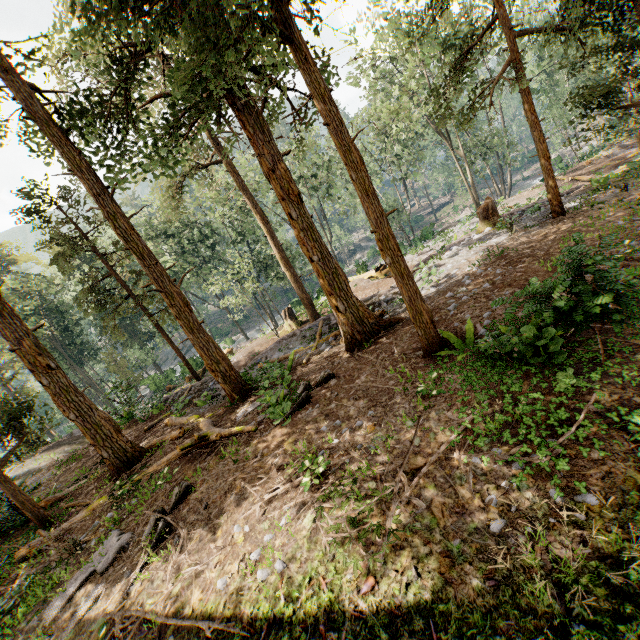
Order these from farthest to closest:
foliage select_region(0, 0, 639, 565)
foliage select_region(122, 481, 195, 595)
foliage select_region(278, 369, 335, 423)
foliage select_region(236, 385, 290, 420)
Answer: foliage select_region(236, 385, 290, 420), foliage select_region(278, 369, 335, 423), foliage select_region(0, 0, 639, 565), foliage select_region(122, 481, 195, 595)

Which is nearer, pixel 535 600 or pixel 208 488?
pixel 535 600

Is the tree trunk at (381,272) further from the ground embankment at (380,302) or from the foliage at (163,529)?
the ground embankment at (380,302)

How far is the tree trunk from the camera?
26.2 meters

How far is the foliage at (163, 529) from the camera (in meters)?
6.76

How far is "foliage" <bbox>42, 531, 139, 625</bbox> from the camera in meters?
7.0 m

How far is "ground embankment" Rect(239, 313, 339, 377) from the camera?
16.0 meters

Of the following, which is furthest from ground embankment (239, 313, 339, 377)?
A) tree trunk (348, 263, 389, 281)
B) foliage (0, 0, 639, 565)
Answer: tree trunk (348, 263, 389, 281)
